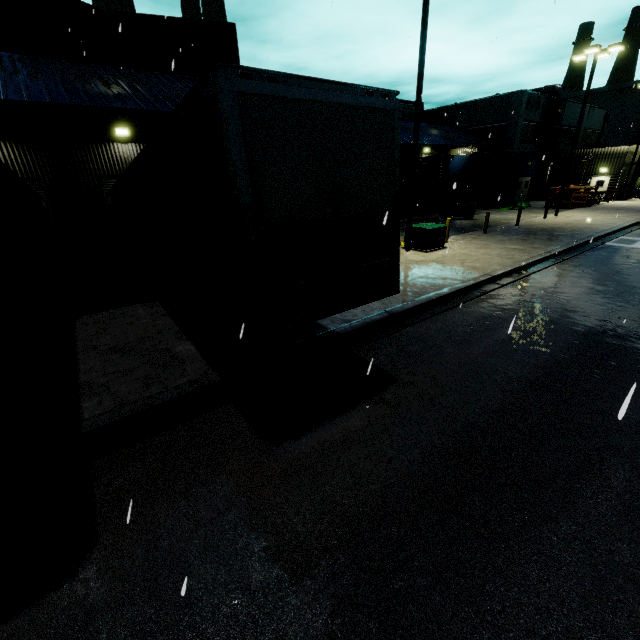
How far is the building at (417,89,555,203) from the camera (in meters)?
30.70

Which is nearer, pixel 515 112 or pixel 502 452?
pixel 502 452

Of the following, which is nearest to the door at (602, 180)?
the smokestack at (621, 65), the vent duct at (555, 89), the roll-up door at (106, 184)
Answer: the vent duct at (555, 89)

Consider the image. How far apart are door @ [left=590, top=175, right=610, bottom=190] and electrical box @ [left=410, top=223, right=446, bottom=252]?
30.9m

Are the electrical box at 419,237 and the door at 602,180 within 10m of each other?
no

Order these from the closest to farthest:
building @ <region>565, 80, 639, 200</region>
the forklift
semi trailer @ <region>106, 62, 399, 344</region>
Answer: semi trailer @ <region>106, 62, 399, 344</region> < the forklift < building @ <region>565, 80, 639, 200</region>

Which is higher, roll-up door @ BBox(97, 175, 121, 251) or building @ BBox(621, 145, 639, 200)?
roll-up door @ BBox(97, 175, 121, 251)
